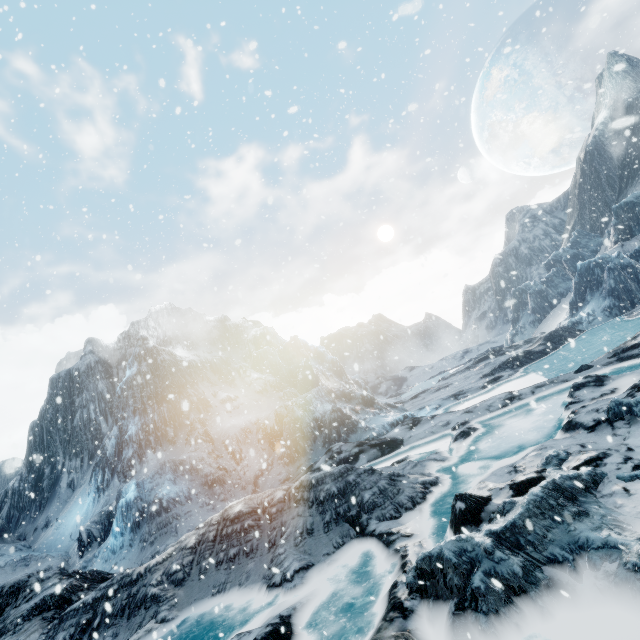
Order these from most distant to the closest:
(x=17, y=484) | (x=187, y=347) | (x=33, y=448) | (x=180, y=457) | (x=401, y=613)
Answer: (x=187, y=347) < (x=33, y=448) < (x=17, y=484) < (x=180, y=457) < (x=401, y=613)
